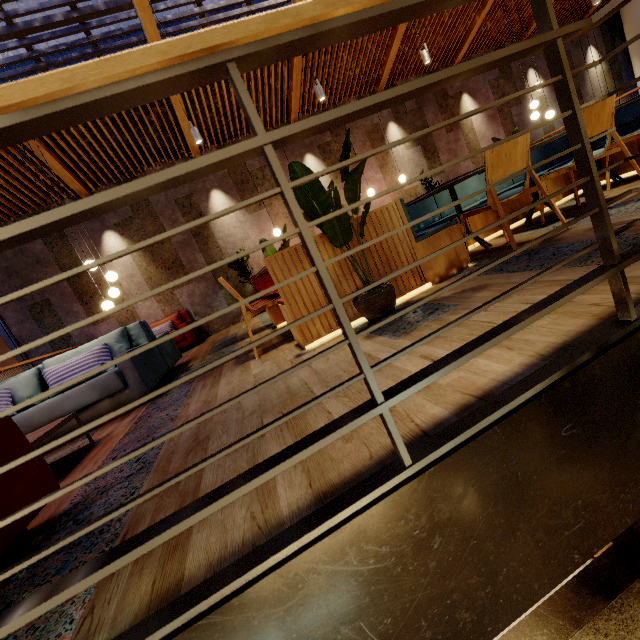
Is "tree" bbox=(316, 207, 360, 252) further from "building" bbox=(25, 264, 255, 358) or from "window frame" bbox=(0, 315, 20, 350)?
"window frame" bbox=(0, 315, 20, 350)

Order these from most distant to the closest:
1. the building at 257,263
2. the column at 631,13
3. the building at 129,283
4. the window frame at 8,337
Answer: the column at 631,13, the building at 257,263, the building at 129,283, the window frame at 8,337

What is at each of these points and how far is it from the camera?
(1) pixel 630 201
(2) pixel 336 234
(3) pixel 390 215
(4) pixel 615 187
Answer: (1) building, 2.60m
(2) tree, 2.22m
(3) seat, 2.69m
(4) building, 3.44m

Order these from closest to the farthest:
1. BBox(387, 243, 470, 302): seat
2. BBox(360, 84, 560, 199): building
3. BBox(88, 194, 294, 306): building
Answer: BBox(387, 243, 470, 302): seat, BBox(88, 194, 294, 306): building, BBox(360, 84, 560, 199): building

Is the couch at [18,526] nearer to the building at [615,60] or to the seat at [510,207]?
the building at [615,60]

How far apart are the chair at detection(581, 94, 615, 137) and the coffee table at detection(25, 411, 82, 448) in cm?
467

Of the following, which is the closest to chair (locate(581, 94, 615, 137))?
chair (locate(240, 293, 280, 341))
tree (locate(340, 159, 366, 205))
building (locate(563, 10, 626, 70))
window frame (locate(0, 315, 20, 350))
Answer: building (locate(563, 10, 626, 70))

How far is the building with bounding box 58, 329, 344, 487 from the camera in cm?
225
